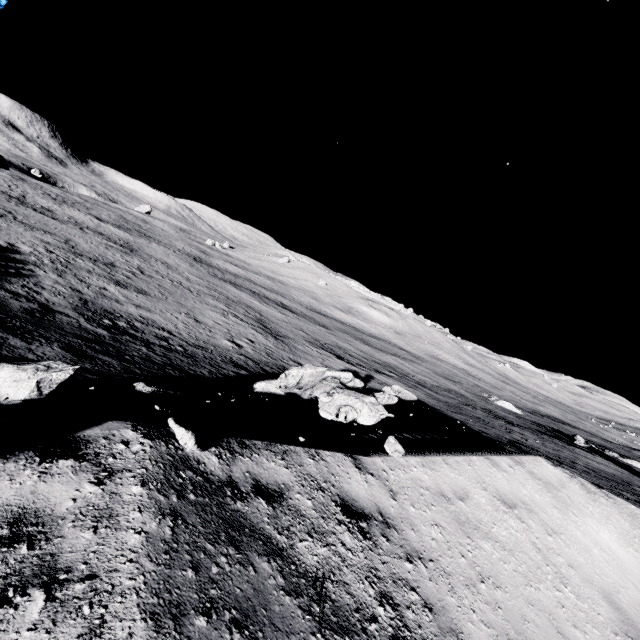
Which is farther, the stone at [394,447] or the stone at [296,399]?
the stone at [296,399]

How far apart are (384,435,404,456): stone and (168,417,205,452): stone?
3.7 meters

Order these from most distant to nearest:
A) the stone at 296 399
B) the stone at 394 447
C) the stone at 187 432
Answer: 1. the stone at 296 399
2. the stone at 394 447
3. the stone at 187 432

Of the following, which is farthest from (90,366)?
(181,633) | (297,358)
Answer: (297,358)

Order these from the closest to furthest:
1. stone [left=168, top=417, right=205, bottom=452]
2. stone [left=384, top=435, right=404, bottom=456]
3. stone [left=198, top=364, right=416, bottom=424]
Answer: stone [left=168, top=417, right=205, bottom=452]
stone [left=384, top=435, right=404, bottom=456]
stone [left=198, top=364, right=416, bottom=424]

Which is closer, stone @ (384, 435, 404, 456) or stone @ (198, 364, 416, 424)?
stone @ (384, 435, 404, 456)

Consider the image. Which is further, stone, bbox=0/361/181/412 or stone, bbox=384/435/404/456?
stone, bbox=384/435/404/456

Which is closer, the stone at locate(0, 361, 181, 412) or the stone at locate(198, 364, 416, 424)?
the stone at locate(0, 361, 181, 412)
